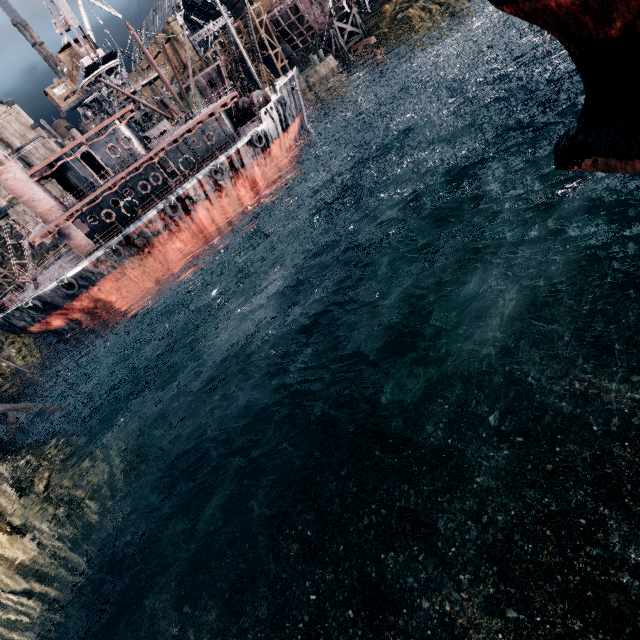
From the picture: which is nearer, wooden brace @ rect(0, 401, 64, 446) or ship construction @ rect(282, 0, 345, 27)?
wooden brace @ rect(0, 401, 64, 446)

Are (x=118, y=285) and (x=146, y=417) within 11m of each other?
no

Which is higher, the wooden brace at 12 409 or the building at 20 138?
the building at 20 138

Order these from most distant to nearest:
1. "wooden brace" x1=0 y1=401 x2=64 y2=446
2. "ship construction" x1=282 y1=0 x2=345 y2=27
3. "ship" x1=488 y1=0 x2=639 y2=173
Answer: "ship construction" x1=282 y1=0 x2=345 y2=27 → "wooden brace" x1=0 y1=401 x2=64 y2=446 → "ship" x1=488 y1=0 x2=639 y2=173

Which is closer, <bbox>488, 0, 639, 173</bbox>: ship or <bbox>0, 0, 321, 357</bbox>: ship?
<bbox>488, 0, 639, 173</bbox>: ship

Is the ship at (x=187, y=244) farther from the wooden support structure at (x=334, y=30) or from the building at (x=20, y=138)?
the building at (x=20, y=138)

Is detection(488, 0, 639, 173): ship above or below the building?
below

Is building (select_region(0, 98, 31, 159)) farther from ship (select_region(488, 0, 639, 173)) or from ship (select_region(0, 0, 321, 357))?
ship (select_region(488, 0, 639, 173))
